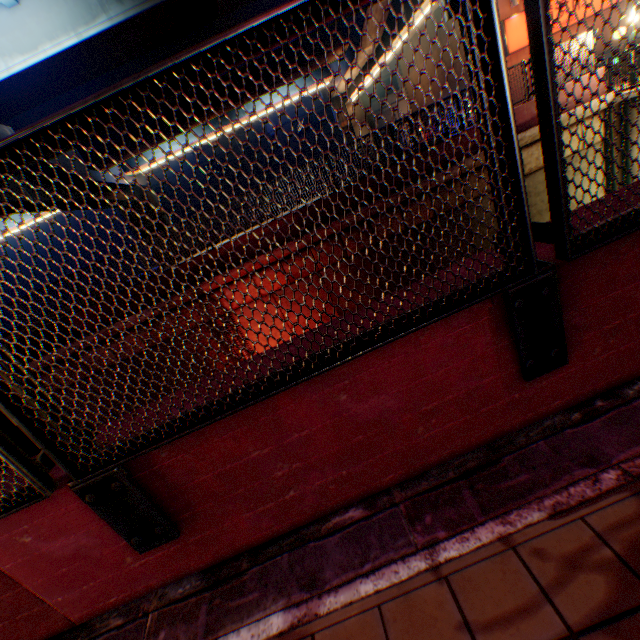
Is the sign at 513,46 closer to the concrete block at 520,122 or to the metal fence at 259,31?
the metal fence at 259,31

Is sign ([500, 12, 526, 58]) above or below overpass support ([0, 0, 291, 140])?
below

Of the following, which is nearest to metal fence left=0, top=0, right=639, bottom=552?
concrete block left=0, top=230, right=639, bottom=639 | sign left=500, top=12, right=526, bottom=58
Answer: concrete block left=0, top=230, right=639, bottom=639

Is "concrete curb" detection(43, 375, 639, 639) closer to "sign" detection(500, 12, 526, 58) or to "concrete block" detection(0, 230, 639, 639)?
"concrete block" detection(0, 230, 639, 639)

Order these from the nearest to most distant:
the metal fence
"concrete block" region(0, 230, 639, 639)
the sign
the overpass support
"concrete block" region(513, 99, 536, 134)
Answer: the metal fence < "concrete block" region(0, 230, 639, 639) < the overpass support < "concrete block" region(513, 99, 536, 134) < the sign

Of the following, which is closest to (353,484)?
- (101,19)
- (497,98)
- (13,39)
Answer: (497,98)

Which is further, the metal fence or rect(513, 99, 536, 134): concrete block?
rect(513, 99, 536, 134): concrete block

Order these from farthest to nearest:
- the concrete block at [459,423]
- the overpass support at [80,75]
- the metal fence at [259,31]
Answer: the overpass support at [80,75]
the concrete block at [459,423]
the metal fence at [259,31]
